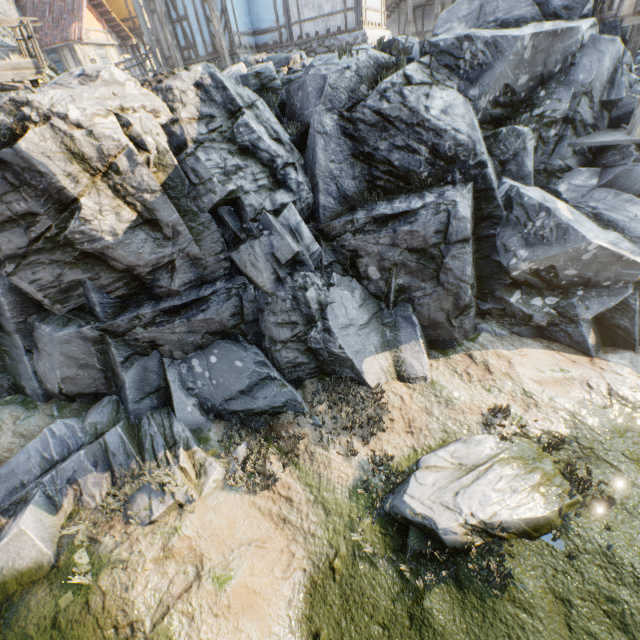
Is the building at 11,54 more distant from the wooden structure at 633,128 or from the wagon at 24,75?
the wooden structure at 633,128

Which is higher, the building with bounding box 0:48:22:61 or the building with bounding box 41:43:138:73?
the building with bounding box 0:48:22:61

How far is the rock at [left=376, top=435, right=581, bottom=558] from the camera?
6.42m

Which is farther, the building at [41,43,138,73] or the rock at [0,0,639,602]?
the building at [41,43,138,73]

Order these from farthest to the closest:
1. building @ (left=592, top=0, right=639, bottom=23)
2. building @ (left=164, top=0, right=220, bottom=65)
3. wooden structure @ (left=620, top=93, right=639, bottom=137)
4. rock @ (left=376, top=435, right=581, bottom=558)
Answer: building @ (left=164, top=0, right=220, bottom=65) < wooden structure @ (left=620, top=93, right=639, bottom=137) < building @ (left=592, top=0, right=639, bottom=23) < rock @ (left=376, top=435, right=581, bottom=558)

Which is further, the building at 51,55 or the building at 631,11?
the building at 51,55

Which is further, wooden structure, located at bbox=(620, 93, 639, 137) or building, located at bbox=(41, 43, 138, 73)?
building, located at bbox=(41, 43, 138, 73)

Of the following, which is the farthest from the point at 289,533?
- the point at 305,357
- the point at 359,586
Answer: the point at 305,357
